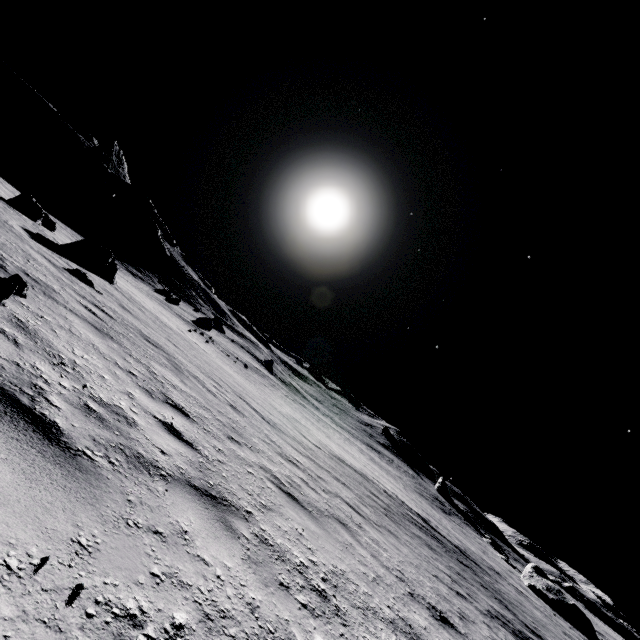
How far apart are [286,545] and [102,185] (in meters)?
68.53

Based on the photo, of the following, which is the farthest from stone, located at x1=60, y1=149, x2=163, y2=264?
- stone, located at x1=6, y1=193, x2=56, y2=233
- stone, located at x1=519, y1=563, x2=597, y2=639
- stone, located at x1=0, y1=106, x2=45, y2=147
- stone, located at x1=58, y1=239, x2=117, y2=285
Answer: stone, located at x1=519, y1=563, x2=597, y2=639

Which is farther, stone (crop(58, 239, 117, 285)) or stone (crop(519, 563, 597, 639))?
stone (crop(519, 563, 597, 639))

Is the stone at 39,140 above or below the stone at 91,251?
above

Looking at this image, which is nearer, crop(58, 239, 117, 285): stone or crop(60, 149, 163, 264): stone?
crop(58, 239, 117, 285): stone

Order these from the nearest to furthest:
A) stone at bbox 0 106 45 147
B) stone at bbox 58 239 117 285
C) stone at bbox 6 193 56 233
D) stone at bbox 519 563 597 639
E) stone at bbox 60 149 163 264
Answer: stone at bbox 58 239 117 285 → stone at bbox 6 193 56 233 → stone at bbox 519 563 597 639 → stone at bbox 0 106 45 147 → stone at bbox 60 149 163 264

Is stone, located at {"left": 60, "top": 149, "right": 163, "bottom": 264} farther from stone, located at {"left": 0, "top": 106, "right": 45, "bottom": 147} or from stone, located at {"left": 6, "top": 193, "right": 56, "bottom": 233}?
stone, located at {"left": 6, "top": 193, "right": 56, "bottom": 233}

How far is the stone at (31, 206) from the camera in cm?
1409
